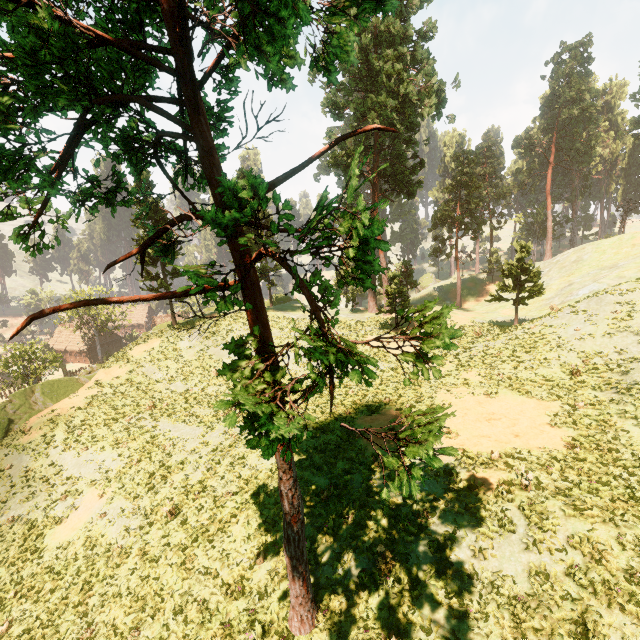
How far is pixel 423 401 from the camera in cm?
1844

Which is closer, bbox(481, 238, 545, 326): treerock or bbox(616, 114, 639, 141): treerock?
bbox(481, 238, 545, 326): treerock

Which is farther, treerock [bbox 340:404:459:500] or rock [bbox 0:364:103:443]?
rock [bbox 0:364:103:443]

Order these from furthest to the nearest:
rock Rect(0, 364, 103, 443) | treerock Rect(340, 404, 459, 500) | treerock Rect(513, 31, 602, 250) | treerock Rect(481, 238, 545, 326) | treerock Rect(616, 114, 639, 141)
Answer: treerock Rect(513, 31, 602, 250)
treerock Rect(616, 114, 639, 141)
treerock Rect(481, 238, 545, 326)
rock Rect(0, 364, 103, 443)
treerock Rect(340, 404, 459, 500)

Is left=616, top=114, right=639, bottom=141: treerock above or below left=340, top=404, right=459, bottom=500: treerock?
above

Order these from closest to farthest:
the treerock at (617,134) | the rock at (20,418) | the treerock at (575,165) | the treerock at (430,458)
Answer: the treerock at (430,458), the rock at (20,418), the treerock at (617,134), the treerock at (575,165)

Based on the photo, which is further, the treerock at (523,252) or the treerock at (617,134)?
the treerock at (617,134)
